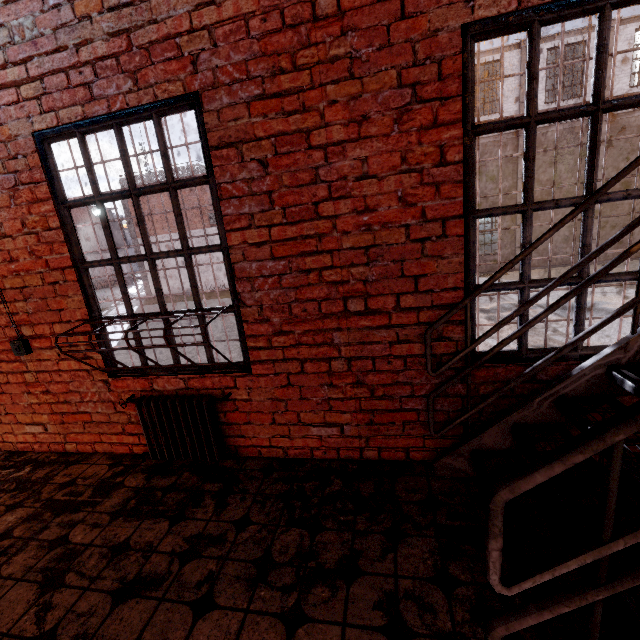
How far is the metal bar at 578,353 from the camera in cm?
207

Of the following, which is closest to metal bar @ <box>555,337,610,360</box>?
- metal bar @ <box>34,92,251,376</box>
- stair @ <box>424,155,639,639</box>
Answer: stair @ <box>424,155,639,639</box>

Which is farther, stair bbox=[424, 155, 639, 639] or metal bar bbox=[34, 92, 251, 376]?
metal bar bbox=[34, 92, 251, 376]

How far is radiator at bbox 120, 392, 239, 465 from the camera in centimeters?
262cm

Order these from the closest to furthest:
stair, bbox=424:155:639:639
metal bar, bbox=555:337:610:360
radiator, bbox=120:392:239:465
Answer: stair, bbox=424:155:639:639 < metal bar, bbox=555:337:610:360 < radiator, bbox=120:392:239:465

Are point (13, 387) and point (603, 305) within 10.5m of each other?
no

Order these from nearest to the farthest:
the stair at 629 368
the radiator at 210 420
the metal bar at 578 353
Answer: the stair at 629 368 < the metal bar at 578 353 < the radiator at 210 420

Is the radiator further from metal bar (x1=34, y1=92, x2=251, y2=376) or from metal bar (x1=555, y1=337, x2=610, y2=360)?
metal bar (x1=555, y1=337, x2=610, y2=360)
